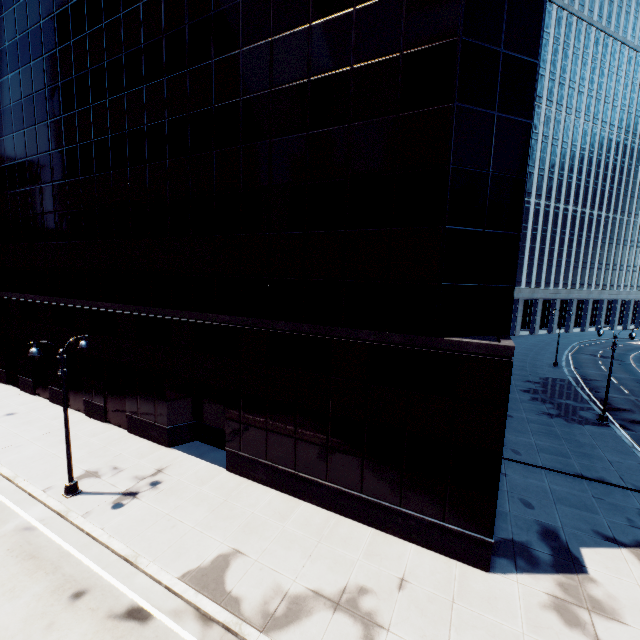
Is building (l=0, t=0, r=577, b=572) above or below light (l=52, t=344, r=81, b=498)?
above

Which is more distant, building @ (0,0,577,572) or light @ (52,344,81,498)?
light @ (52,344,81,498)

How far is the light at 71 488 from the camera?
14.4 meters

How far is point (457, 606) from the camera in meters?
10.5 m

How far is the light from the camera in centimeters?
1438cm

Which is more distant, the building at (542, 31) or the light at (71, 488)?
the light at (71, 488)
